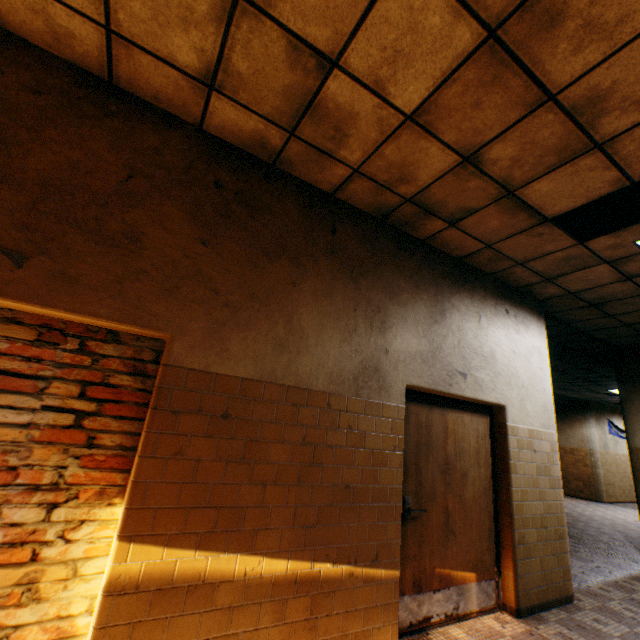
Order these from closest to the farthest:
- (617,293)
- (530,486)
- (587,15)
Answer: (587,15)
(530,486)
(617,293)

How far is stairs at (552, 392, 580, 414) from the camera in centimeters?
1334cm

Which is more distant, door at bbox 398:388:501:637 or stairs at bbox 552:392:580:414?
stairs at bbox 552:392:580:414

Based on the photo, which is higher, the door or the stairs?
the stairs

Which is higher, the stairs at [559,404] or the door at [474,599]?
the stairs at [559,404]

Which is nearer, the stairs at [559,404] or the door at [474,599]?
the door at [474,599]
